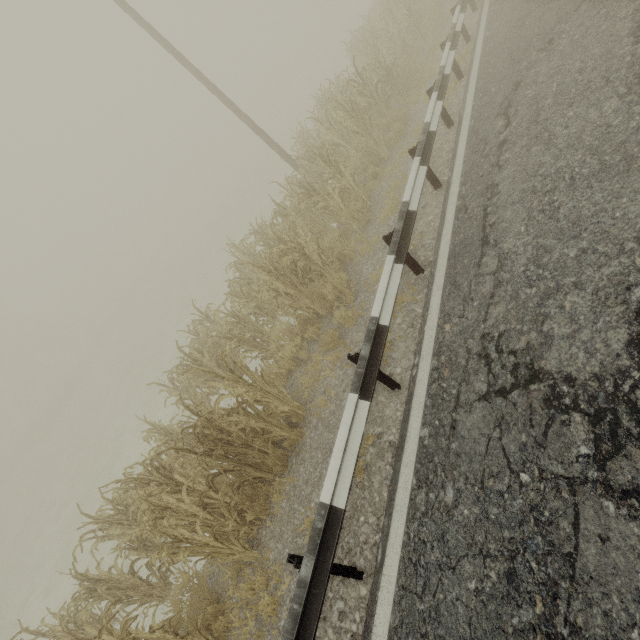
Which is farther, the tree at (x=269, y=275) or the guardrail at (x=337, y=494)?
the tree at (x=269, y=275)

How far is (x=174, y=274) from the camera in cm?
3794

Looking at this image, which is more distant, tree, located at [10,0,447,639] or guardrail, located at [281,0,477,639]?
tree, located at [10,0,447,639]
